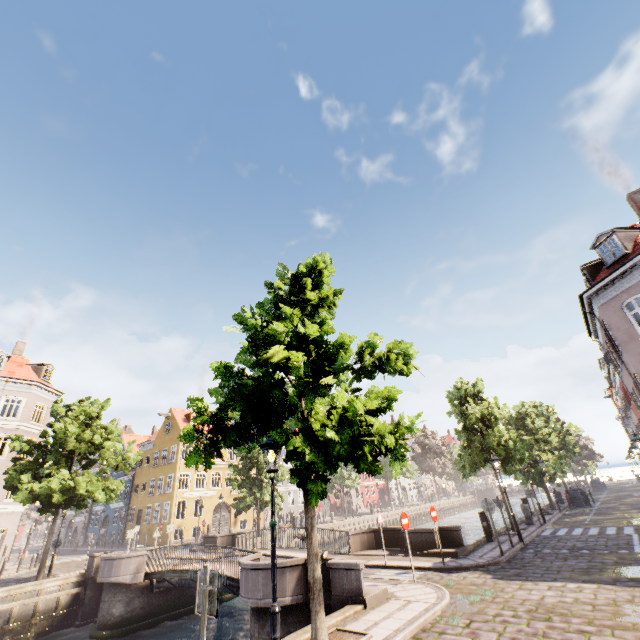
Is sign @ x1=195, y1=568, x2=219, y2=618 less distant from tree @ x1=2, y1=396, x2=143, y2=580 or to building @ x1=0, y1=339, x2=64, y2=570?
tree @ x1=2, y1=396, x2=143, y2=580

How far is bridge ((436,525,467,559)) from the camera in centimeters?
1336cm

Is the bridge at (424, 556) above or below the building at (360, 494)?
below

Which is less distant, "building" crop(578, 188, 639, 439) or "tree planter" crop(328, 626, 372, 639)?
"tree planter" crop(328, 626, 372, 639)

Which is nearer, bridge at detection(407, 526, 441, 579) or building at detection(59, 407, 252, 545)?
bridge at detection(407, 526, 441, 579)

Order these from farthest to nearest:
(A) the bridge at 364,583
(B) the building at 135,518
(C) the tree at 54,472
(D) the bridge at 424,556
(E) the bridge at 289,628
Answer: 1. (B) the building at 135,518
2. (C) the tree at 54,472
3. (D) the bridge at 424,556
4. (E) the bridge at 289,628
5. (A) the bridge at 364,583

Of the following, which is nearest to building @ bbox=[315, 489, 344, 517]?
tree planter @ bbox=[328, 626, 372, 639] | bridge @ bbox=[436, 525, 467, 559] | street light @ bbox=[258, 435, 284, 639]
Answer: street light @ bbox=[258, 435, 284, 639]

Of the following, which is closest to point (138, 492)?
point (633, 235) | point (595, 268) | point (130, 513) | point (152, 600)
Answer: point (130, 513)
